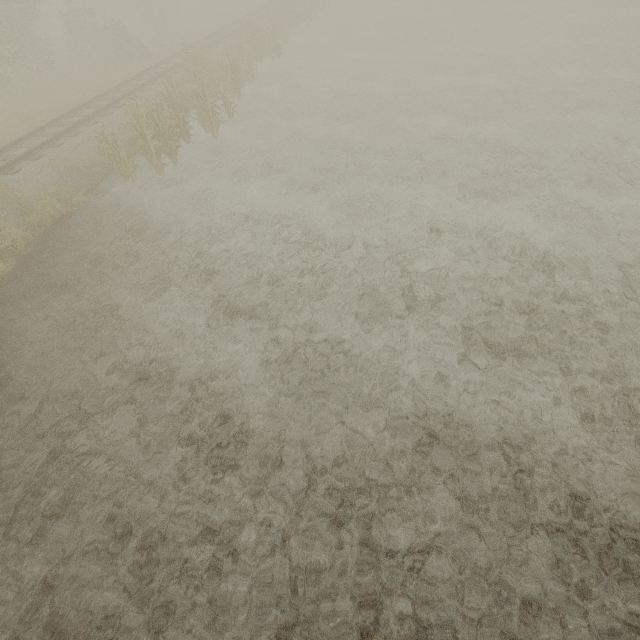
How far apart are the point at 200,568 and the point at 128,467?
1.9 meters
